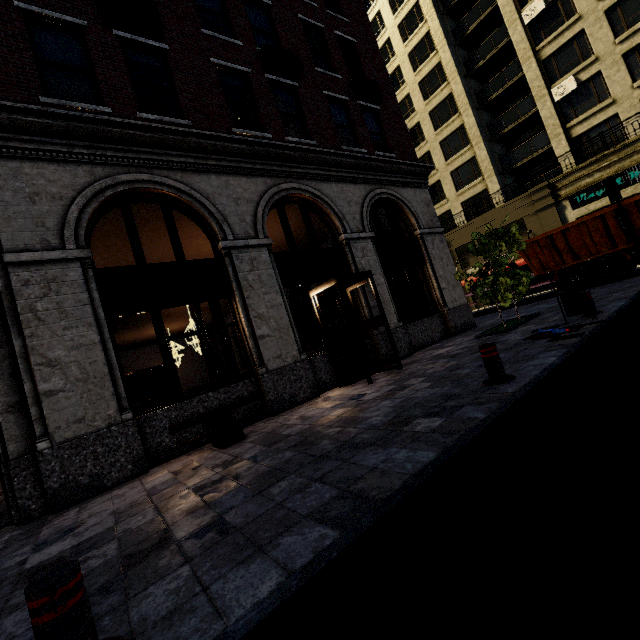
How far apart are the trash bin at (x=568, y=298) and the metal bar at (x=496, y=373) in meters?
3.8 m

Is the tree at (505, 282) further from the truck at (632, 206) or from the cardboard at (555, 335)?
the truck at (632, 206)

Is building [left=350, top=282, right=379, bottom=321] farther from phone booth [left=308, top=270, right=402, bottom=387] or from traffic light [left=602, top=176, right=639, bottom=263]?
traffic light [left=602, top=176, right=639, bottom=263]

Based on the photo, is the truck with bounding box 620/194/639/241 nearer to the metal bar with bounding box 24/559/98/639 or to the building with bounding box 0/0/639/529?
the building with bounding box 0/0/639/529

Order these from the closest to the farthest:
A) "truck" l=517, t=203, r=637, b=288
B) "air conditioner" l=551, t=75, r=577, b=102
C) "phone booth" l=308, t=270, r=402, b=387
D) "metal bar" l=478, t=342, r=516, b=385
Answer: "metal bar" l=478, t=342, r=516, b=385
"phone booth" l=308, t=270, r=402, b=387
"truck" l=517, t=203, r=637, b=288
"air conditioner" l=551, t=75, r=577, b=102

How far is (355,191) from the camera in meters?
10.9

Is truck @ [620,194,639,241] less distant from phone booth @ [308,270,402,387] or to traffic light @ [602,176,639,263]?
traffic light @ [602,176,639,263]

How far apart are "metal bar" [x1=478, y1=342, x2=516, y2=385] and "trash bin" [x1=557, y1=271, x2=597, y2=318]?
3.77m
